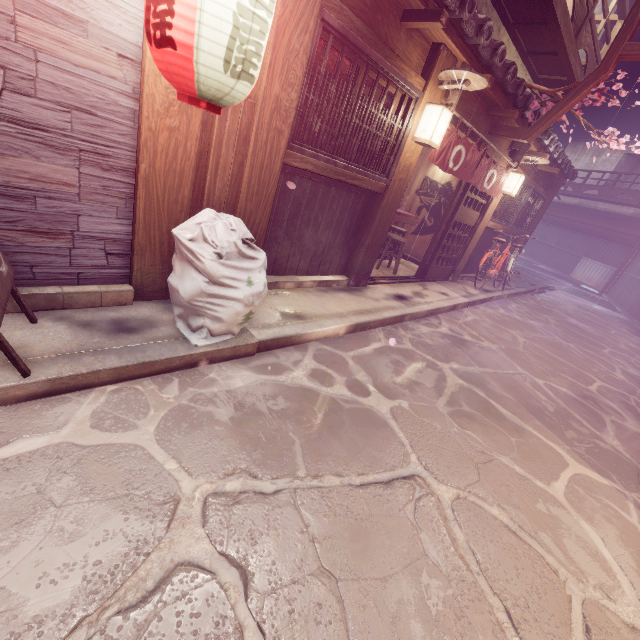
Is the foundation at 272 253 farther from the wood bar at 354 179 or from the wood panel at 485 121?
the wood panel at 485 121

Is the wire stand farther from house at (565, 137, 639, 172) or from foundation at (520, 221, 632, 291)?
house at (565, 137, 639, 172)

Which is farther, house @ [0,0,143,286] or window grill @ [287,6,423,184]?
window grill @ [287,6,423,184]

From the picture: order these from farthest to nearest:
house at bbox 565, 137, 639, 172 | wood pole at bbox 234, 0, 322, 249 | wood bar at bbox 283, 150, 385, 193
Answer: house at bbox 565, 137, 639, 172 < wood bar at bbox 283, 150, 385, 193 < wood pole at bbox 234, 0, 322, 249

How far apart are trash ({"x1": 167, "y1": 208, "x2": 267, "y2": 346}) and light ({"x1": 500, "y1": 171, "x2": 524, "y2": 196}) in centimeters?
1168cm

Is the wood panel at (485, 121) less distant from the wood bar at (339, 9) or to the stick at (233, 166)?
the wood bar at (339, 9)

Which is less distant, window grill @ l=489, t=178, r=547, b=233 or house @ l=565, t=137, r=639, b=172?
window grill @ l=489, t=178, r=547, b=233

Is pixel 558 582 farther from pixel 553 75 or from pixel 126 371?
pixel 553 75
